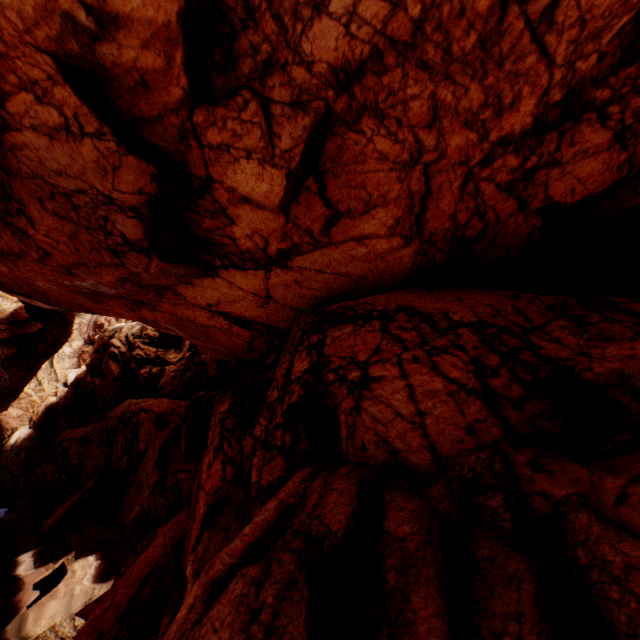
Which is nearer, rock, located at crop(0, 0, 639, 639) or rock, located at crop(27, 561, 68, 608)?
rock, located at crop(0, 0, 639, 639)

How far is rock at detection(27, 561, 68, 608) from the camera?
15.5 meters

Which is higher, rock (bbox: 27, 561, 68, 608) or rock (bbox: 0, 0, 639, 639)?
rock (bbox: 0, 0, 639, 639)

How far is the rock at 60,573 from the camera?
15.53m

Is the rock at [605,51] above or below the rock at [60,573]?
above

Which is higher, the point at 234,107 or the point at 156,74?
the point at 156,74
